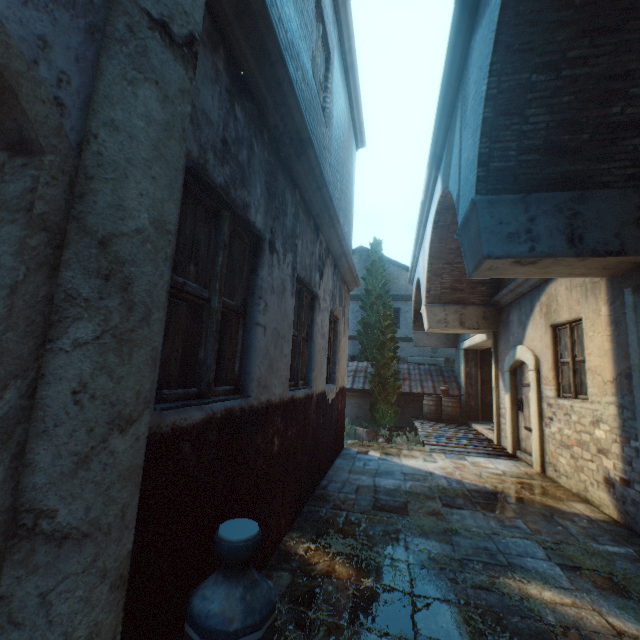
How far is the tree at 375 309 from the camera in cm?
1318

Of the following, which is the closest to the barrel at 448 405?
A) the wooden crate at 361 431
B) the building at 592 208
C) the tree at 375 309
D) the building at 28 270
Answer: the building at 592 208

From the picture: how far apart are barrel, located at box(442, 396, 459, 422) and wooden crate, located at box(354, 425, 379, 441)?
1.9m

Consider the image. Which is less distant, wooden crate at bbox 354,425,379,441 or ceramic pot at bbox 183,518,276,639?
ceramic pot at bbox 183,518,276,639

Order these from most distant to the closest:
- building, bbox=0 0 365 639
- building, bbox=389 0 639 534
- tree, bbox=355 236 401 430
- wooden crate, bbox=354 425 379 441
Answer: tree, bbox=355 236 401 430
wooden crate, bbox=354 425 379 441
building, bbox=389 0 639 534
building, bbox=0 0 365 639

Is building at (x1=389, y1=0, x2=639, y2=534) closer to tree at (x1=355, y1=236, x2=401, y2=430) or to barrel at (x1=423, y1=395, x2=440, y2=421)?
barrel at (x1=423, y1=395, x2=440, y2=421)

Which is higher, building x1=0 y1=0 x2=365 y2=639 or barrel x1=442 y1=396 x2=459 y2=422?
building x1=0 y1=0 x2=365 y2=639

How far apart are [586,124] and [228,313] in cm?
424
